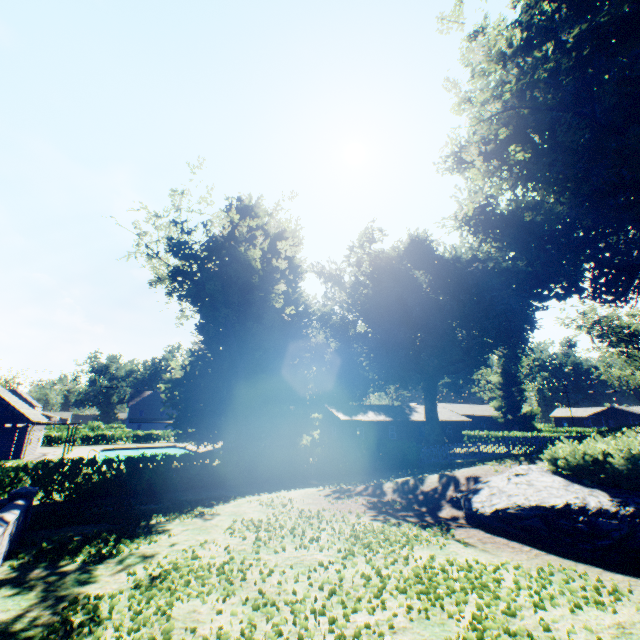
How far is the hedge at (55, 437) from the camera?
44.9 meters

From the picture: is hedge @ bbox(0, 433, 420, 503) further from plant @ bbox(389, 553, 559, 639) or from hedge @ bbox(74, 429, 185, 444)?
hedge @ bbox(74, 429, 185, 444)

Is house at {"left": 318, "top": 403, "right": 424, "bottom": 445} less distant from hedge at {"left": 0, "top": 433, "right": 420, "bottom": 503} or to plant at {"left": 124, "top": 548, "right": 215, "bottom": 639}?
plant at {"left": 124, "top": 548, "right": 215, "bottom": 639}

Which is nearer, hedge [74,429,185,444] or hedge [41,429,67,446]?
hedge [41,429,67,446]

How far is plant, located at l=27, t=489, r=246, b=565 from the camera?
6.36m

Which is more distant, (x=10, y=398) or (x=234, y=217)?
(x=10, y=398)

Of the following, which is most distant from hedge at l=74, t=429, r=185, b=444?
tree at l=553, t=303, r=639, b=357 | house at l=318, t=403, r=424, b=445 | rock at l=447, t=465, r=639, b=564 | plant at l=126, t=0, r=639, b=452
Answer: rock at l=447, t=465, r=639, b=564
